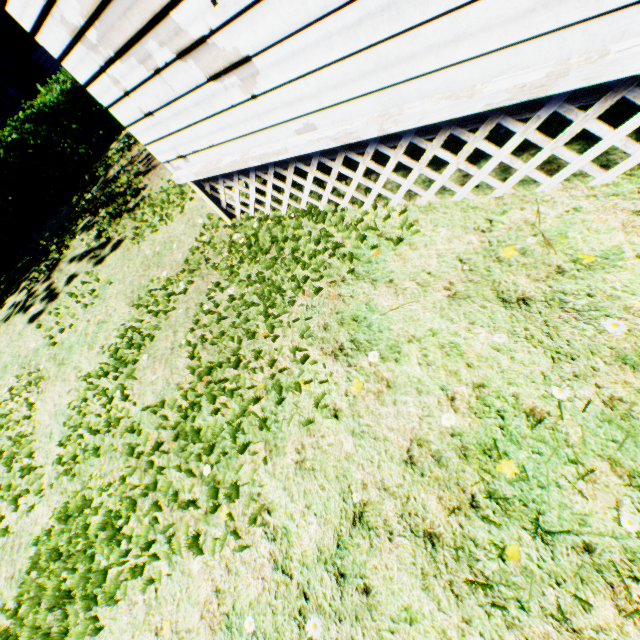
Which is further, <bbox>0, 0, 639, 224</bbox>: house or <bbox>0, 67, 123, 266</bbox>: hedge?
<bbox>0, 67, 123, 266</bbox>: hedge

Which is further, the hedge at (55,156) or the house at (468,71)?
the hedge at (55,156)

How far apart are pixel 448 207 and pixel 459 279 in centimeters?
80cm
